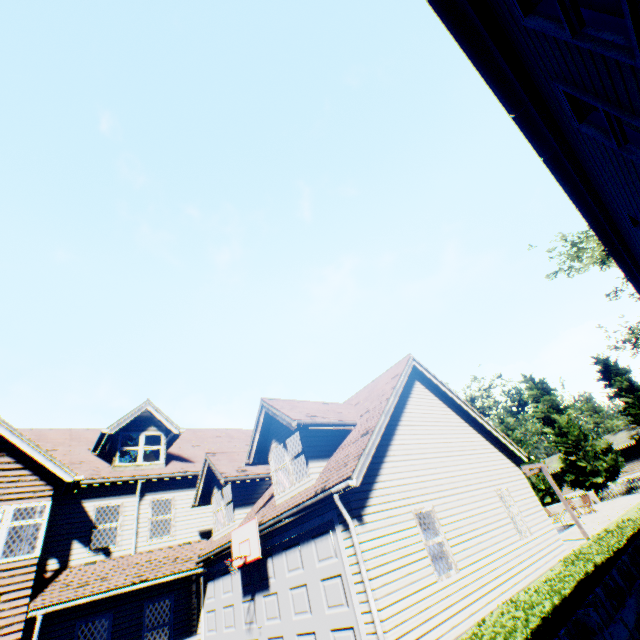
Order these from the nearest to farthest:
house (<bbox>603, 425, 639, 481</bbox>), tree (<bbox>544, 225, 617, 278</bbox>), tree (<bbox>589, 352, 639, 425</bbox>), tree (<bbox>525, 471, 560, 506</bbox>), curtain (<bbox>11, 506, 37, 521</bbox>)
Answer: curtain (<bbox>11, 506, 37, 521</bbox>) < tree (<bbox>544, 225, 617, 278</bbox>) < tree (<bbox>589, 352, 639, 425</bbox>) < tree (<bbox>525, 471, 560, 506</bbox>) < house (<bbox>603, 425, 639, 481</bbox>)

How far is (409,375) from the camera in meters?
13.1 m

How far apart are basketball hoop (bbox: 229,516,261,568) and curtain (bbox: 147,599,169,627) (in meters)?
4.91

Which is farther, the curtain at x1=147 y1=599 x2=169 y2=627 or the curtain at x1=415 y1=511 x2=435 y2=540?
the curtain at x1=147 y1=599 x2=169 y2=627

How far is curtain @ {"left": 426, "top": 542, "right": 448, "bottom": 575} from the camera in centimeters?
843cm

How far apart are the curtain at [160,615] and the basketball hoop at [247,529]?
4.9m

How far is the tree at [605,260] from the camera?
26.5 meters

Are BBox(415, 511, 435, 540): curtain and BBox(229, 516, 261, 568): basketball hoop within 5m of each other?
yes
